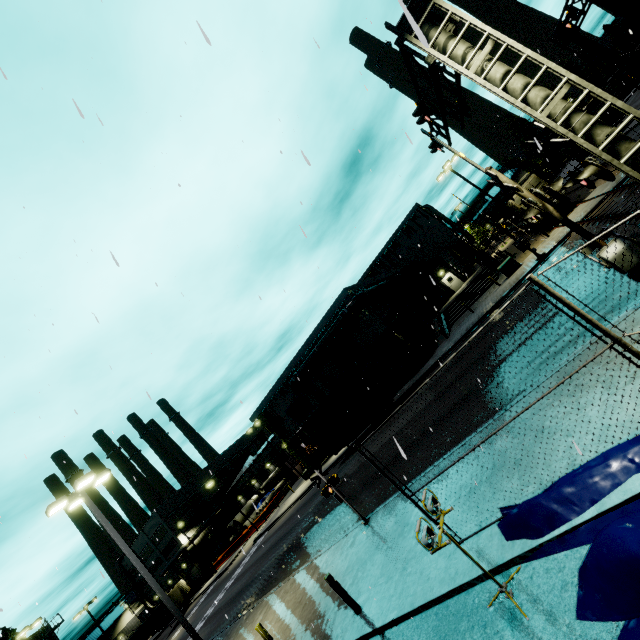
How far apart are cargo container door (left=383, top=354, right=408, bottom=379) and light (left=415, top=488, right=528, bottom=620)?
19.4m

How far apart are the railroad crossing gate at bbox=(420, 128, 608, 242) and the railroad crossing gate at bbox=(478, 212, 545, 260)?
13.6 meters

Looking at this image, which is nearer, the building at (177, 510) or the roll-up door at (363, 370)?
the roll-up door at (363, 370)

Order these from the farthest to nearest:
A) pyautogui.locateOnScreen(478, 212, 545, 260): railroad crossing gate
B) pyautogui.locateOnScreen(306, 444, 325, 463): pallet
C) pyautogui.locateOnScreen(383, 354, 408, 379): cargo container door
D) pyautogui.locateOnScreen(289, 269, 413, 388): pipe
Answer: pyautogui.locateOnScreen(306, 444, 325, 463): pallet, pyautogui.locateOnScreen(289, 269, 413, 388): pipe, pyautogui.locateOnScreen(383, 354, 408, 379): cargo container door, pyautogui.locateOnScreen(478, 212, 545, 260): railroad crossing gate

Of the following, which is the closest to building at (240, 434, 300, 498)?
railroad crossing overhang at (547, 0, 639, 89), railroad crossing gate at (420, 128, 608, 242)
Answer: railroad crossing overhang at (547, 0, 639, 89)

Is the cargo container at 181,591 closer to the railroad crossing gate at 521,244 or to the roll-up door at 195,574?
the roll-up door at 195,574

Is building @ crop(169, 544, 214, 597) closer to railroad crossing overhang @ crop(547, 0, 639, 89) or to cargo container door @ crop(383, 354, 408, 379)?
railroad crossing overhang @ crop(547, 0, 639, 89)

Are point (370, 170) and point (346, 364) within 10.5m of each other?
no
